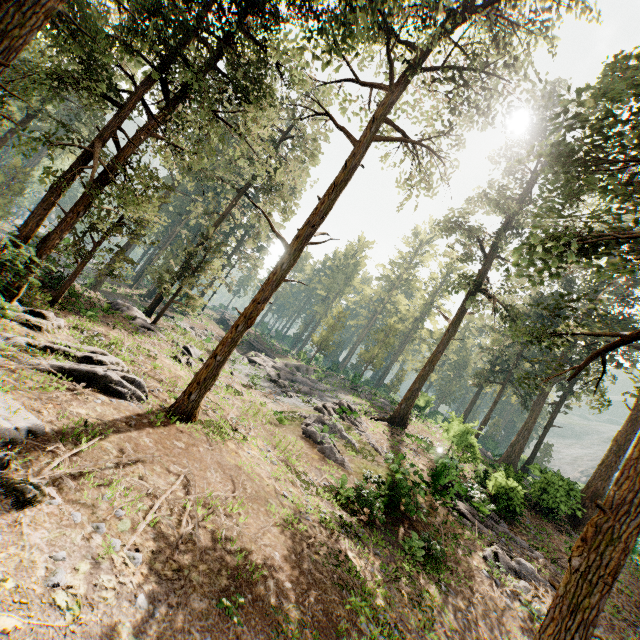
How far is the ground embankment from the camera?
30.1m

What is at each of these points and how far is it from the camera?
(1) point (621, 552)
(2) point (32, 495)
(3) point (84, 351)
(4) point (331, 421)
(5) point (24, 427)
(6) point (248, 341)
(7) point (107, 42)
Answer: (1) foliage, 6.08m
(2) foliage, 5.33m
(3) foliage, 11.75m
(4) foliage, 20.94m
(5) foliage, 6.73m
(6) ground embankment, 48.22m
(7) foliage, 8.77m

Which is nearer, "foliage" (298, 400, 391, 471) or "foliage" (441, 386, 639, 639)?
"foliage" (441, 386, 639, 639)

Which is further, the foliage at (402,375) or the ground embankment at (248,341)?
the foliage at (402,375)

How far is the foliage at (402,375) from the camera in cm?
5262

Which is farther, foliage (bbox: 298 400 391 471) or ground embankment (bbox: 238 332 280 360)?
ground embankment (bbox: 238 332 280 360)
